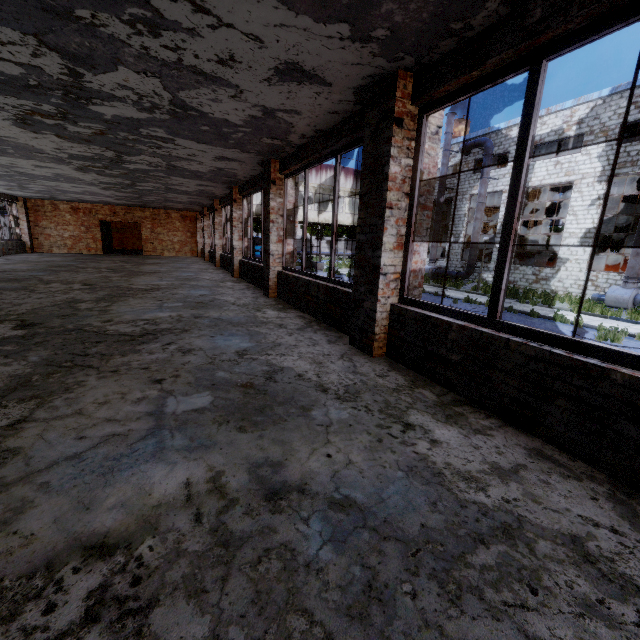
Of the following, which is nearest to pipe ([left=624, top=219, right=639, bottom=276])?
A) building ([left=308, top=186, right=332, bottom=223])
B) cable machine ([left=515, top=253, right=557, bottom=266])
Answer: cable machine ([left=515, top=253, right=557, bottom=266])

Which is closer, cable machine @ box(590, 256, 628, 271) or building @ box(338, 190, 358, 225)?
cable machine @ box(590, 256, 628, 271)

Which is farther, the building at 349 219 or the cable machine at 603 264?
the building at 349 219

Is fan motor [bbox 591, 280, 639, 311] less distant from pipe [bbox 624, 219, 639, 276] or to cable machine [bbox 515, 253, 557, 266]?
pipe [bbox 624, 219, 639, 276]

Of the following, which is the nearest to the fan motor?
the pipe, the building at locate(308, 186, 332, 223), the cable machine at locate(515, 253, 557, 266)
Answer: the pipe

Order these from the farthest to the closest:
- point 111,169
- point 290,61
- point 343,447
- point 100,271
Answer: point 100,271 → point 111,169 → point 290,61 → point 343,447

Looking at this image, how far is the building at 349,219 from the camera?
30.16m

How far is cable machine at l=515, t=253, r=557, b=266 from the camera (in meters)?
22.86
